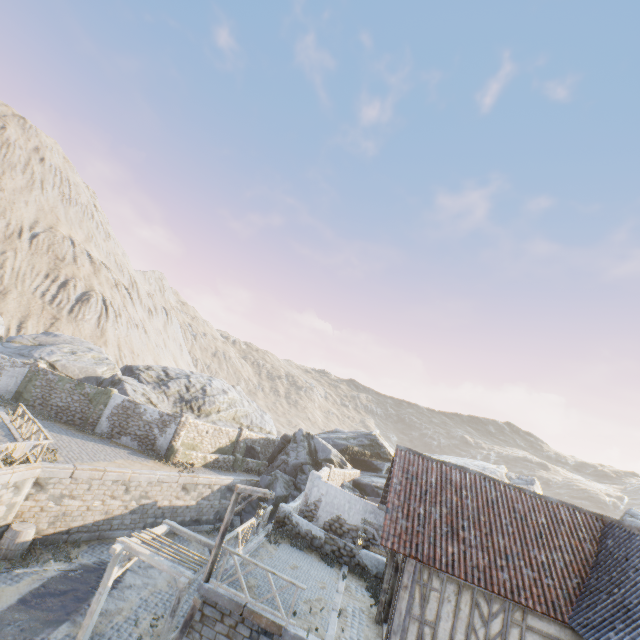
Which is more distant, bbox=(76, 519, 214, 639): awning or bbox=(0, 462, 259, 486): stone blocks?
bbox=(0, 462, 259, 486): stone blocks

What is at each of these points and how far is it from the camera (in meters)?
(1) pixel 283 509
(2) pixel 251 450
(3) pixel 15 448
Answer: (1) stone column, 17.05
(2) rock, 28.84
(3) fabric, 13.15

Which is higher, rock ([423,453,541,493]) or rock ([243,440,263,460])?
rock ([423,453,541,493])

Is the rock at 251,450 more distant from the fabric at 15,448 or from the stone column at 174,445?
the fabric at 15,448

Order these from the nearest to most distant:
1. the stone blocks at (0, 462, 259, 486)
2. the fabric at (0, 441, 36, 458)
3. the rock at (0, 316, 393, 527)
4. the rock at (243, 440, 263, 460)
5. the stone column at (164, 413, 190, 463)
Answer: the fabric at (0, 441, 36, 458)
the stone blocks at (0, 462, 259, 486)
the stone column at (164, 413, 190, 463)
the rock at (0, 316, 393, 527)
the rock at (243, 440, 263, 460)

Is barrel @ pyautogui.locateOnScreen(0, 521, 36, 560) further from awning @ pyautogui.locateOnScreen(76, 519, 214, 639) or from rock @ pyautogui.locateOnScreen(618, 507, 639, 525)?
rock @ pyautogui.locateOnScreen(618, 507, 639, 525)

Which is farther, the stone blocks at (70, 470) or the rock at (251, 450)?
the rock at (251, 450)

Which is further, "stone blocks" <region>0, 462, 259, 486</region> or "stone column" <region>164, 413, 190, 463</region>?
"stone column" <region>164, 413, 190, 463</region>
